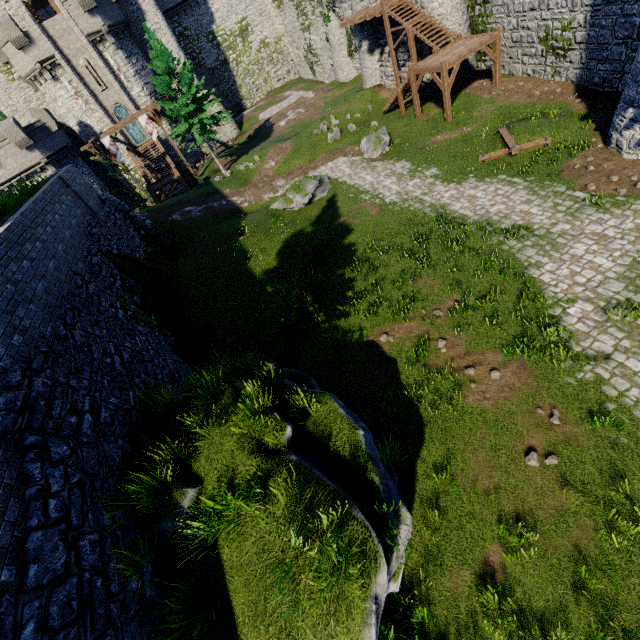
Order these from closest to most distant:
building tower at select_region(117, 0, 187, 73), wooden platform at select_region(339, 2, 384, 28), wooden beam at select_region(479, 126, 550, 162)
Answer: wooden beam at select_region(479, 126, 550, 162), wooden platform at select_region(339, 2, 384, 28), building tower at select_region(117, 0, 187, 73)

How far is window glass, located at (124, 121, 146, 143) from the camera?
35.9 meters

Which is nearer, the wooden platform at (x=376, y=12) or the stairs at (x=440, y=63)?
the stairs at (x=440, y=63)

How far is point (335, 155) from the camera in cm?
2498

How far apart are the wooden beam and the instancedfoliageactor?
23.3 meters

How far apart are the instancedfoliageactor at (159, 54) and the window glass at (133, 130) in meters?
13.0

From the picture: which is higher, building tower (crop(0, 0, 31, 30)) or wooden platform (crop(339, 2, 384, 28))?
building tower (crop(0, 0, 31, 30))

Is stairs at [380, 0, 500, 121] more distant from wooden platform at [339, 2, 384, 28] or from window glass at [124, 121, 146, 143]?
window glass at [124, 121, 146, 143]
